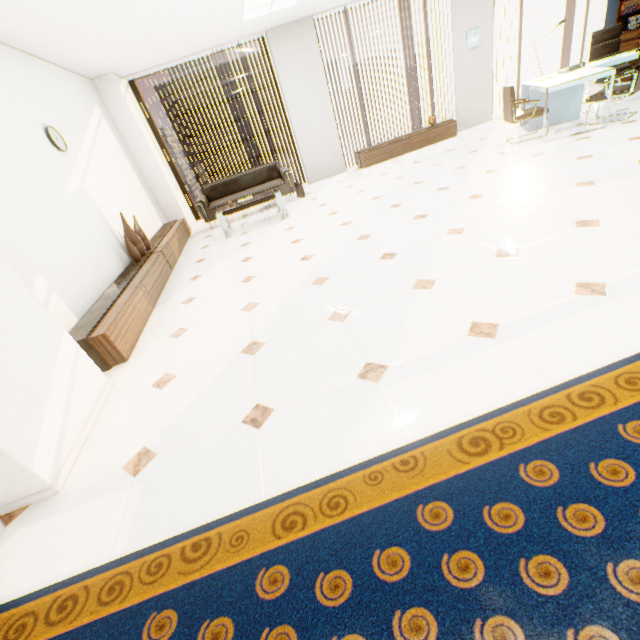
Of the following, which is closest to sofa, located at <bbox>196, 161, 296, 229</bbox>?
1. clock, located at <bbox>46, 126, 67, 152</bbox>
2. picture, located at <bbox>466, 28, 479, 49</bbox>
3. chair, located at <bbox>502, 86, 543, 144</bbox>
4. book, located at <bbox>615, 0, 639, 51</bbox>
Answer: clock, located at <bbox>46, 126, 67, 152</bbox>

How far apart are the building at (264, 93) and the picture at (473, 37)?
56.8 meters

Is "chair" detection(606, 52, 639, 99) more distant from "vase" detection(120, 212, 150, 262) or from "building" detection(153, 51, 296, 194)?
"building" detection(153, 51, 296, 194)

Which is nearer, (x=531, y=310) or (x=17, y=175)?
(x=531, y=310)

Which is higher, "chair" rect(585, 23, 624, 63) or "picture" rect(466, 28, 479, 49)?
"picture" rect(466, 28, 479, 49)

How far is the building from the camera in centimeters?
5078cm

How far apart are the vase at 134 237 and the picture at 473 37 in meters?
8.2 m

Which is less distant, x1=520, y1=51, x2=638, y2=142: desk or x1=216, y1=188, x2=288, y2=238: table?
x1=520, y1=51, x2=638, y2=142: desk
